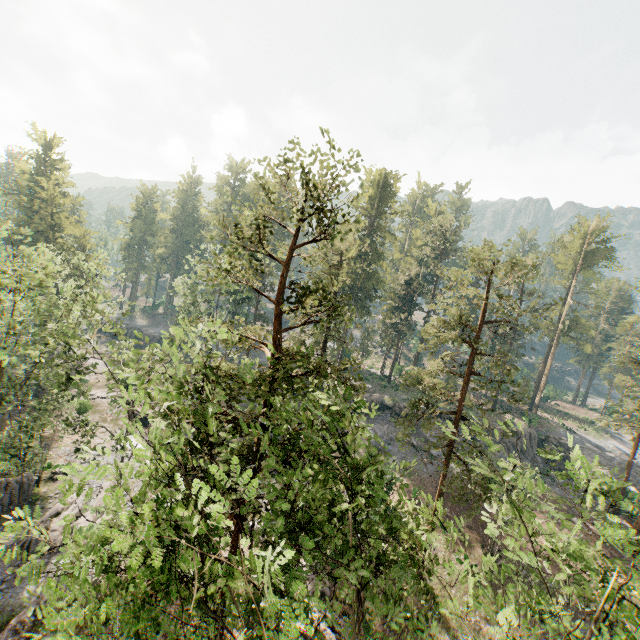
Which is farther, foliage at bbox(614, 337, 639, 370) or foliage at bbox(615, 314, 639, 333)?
foliage at bbox(614, 337, 639, 370)

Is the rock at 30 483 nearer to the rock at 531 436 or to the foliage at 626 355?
the foliage at 626 355

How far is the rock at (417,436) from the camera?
38.0m

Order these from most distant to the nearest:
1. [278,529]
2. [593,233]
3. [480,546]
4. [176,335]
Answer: [593,233] → [480,546] → [176,335] → [278,529]

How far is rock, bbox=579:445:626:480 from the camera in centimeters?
4106cm

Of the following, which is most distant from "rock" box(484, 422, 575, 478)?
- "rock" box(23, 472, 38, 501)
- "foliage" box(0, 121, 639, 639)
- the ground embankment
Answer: the ground embankment

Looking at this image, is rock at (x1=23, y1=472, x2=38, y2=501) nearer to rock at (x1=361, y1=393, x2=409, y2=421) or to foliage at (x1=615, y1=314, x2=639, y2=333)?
foliage at (x1=615, y1=314, x2=639, y2=333)
